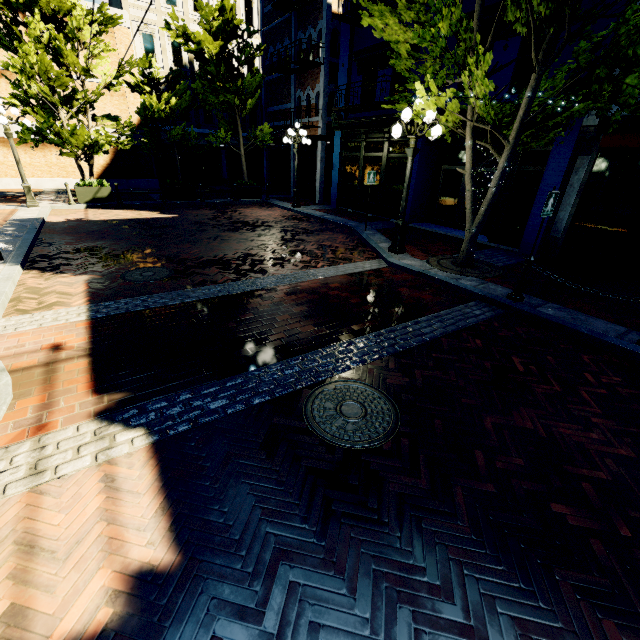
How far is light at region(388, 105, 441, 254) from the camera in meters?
7.3 m

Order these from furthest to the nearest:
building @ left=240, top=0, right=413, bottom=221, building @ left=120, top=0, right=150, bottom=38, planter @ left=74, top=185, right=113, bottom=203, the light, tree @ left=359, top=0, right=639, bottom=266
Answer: building @ left=120, top=0, right=150, bottom=38, planter @ left=74, top=185, right=113, bottom=203, building @ left=240, top=0, right=413, bottom=221, the light, tree @ left=359, top=0, right=639, bottom=266

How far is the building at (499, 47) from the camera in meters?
8.9

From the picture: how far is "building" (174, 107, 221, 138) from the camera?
22.16m

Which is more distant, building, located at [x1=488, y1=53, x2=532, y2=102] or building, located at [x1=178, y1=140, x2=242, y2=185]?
building, located at [x1=178, y1=140, x2=242, y2=185]

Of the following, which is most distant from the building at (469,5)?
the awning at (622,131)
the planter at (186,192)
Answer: the planter at (186,192)

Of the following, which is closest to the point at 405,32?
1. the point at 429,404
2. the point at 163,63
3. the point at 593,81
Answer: the point at 593,81
